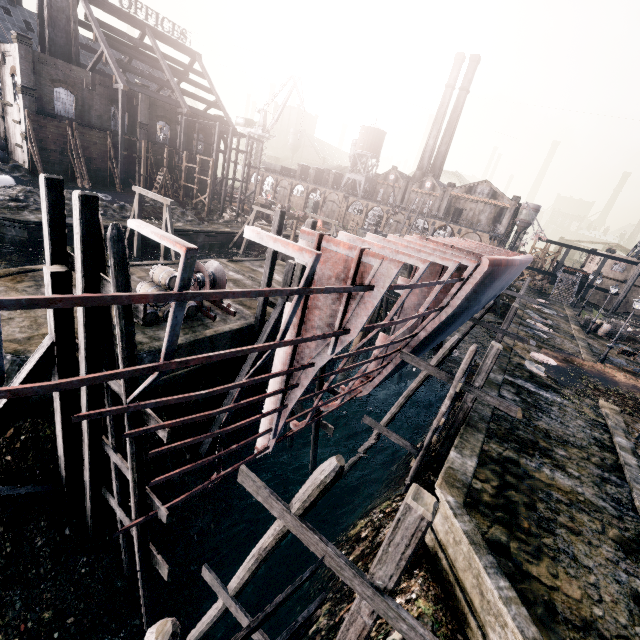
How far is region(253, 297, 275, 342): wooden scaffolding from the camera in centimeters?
1758cm

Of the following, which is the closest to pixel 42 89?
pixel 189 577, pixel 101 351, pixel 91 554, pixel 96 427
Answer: pixel 101 351

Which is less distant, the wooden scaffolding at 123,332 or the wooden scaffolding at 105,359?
the wooden scaffolding at 123,332

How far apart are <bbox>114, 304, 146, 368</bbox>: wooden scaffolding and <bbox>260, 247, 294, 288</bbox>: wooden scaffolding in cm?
832

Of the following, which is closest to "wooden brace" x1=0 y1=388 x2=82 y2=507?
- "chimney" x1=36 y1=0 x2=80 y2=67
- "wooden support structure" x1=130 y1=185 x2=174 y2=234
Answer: "wooden support structure" x1=130 y1=185 x2=174 y2=234

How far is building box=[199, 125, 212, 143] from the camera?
51.4 meters

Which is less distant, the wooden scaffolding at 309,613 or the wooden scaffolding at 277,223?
the wooden scaffolding at 309,613
